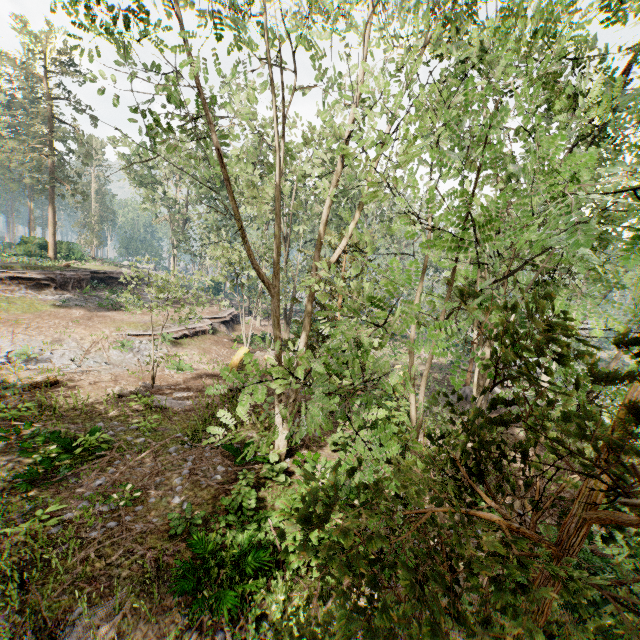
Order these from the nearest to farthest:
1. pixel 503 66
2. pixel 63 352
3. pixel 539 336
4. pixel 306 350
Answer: pixel 539 336, pixel 306 350, pixel 503 66, pixel 63 352

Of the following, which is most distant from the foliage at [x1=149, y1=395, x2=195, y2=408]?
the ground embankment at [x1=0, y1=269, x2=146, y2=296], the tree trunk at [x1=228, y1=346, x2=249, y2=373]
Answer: the tree trunk at [x1=228, y1=346, x2=249, y2=373]

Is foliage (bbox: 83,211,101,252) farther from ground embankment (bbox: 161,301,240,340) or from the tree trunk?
the tree trunk

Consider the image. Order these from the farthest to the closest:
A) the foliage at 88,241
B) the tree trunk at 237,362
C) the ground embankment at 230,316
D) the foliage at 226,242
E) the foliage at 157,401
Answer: the foliage at 88,241
the ground embankment at 230,316
the tree trunk at 237,362
the foliage at 157,401
the foliage at 226,242

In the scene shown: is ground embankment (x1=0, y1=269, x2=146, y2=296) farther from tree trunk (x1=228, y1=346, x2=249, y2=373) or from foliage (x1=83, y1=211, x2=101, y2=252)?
tree trunk (x1=228, y1=346, x2=249, y2=373)

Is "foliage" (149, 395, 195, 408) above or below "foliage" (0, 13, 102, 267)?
below

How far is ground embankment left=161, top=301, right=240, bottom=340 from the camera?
22.8m

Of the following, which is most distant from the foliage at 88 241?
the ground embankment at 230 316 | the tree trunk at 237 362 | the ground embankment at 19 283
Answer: the tree trunk at 237 362
